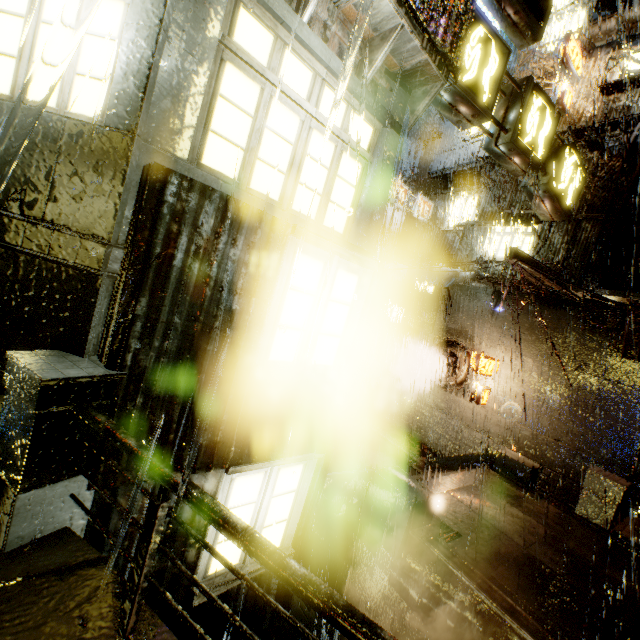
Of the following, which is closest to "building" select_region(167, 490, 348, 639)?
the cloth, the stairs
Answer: the cloth

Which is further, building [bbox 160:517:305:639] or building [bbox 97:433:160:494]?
building [bbox 160:517:305:639]

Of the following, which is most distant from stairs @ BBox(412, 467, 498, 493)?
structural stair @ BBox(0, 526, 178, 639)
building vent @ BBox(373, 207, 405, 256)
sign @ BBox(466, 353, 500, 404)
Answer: building vent @ BBox(373, 207, 405, 256)

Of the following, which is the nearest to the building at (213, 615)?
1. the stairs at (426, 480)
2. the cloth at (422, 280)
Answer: the cloth at (422, 280)

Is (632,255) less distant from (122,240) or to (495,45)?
(495,45)

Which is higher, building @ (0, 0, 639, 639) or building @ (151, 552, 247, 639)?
building @ (0, 0, 639, 639)

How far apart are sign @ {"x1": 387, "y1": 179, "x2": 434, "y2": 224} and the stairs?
13.3 meters
